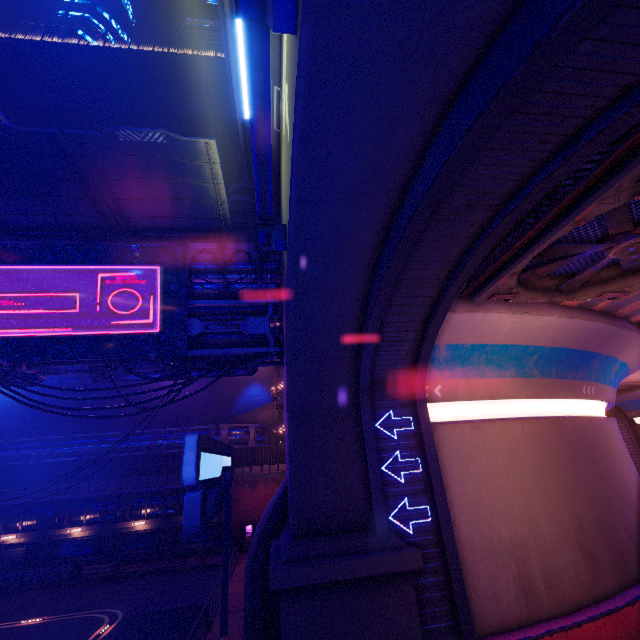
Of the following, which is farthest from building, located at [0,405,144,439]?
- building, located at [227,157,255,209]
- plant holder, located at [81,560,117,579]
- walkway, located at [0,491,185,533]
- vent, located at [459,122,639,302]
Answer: vent, located at [459,122,639,302]

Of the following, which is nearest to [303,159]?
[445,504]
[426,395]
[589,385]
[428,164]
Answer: [428,164]

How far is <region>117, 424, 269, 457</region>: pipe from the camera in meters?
29.6

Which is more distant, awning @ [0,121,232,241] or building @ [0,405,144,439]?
building @ [0,405,144,439]

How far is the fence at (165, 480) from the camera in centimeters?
2878cm

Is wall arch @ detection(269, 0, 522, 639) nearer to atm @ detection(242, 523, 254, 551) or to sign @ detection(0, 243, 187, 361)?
sign @ detection(0, 243, 187, 361)

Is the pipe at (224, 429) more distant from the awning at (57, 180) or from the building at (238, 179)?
the awning at (57, 180)

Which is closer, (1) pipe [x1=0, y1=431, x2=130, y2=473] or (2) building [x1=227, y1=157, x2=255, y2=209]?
(2) building [x1=227, y1=157, x2=255, y2=209]
